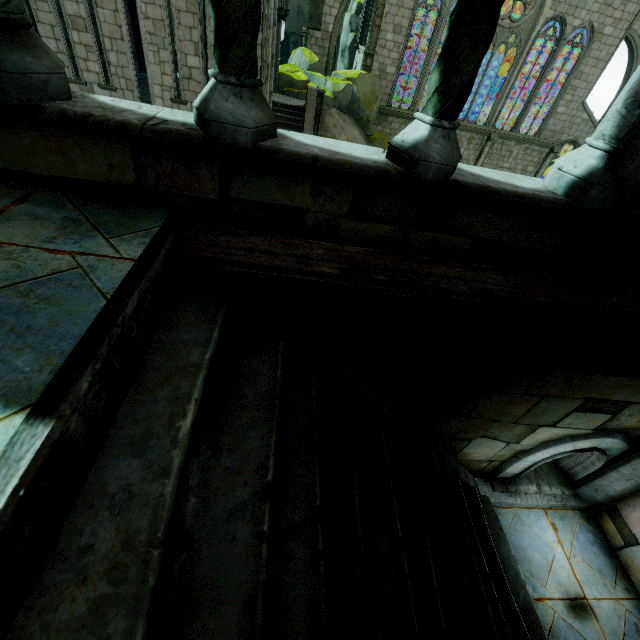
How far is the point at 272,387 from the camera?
1.61m

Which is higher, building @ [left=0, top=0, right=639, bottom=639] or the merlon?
the merlon

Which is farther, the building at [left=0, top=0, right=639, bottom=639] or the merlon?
the merlon

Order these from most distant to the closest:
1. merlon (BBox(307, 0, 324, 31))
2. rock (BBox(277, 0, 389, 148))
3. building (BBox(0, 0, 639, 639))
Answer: merlon (BBox(307, 0, 324, 31)) → rock (BBox(277, 0, 389, 148)) → building (BBox(0, 0, 639, 639))

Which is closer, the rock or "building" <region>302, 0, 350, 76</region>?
the rock

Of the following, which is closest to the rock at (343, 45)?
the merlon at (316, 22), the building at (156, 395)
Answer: the building at (156, 395)

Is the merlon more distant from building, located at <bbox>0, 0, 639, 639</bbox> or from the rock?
the rock

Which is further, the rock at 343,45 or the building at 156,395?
the rock at 343,45
